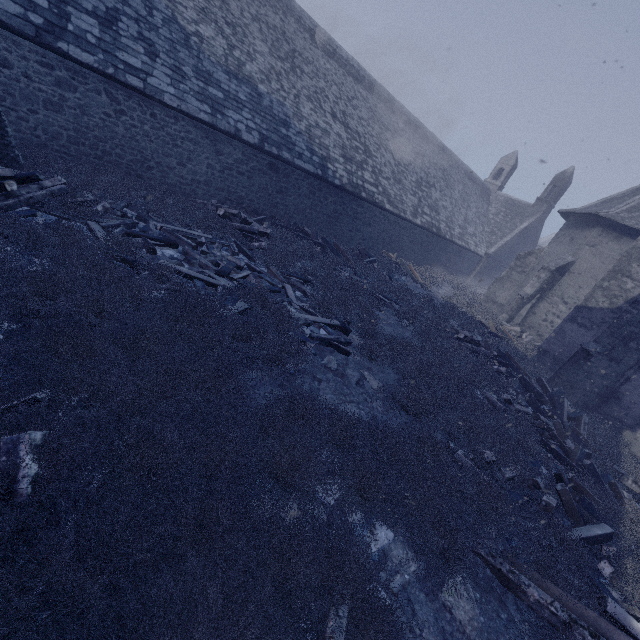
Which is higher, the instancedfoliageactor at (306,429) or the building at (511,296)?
the building at (511,296)

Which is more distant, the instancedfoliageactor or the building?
the building

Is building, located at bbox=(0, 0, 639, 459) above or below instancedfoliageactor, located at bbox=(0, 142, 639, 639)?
above

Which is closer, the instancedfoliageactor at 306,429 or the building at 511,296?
the instancedfoliageactor at 306,429

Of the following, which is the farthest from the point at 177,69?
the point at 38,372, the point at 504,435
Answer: the point at 504,435
